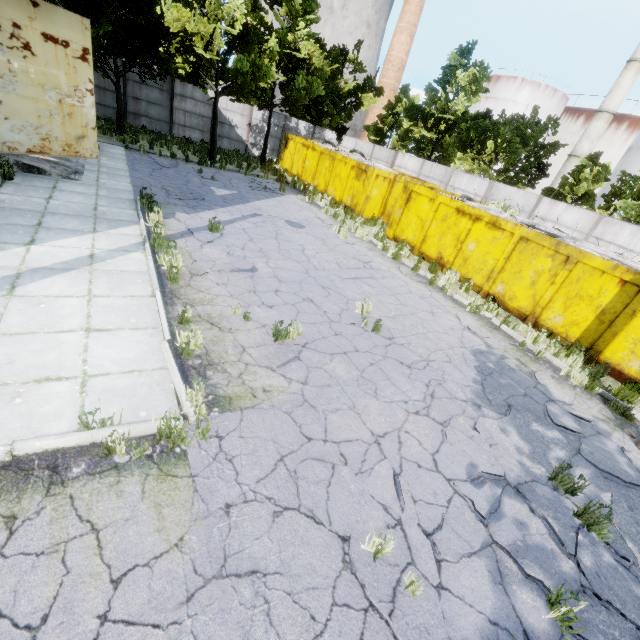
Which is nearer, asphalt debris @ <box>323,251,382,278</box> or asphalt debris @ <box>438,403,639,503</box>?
asphalt debris @ <box>438,403,639,503</box>

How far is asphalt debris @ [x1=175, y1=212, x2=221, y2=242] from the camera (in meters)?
8.92

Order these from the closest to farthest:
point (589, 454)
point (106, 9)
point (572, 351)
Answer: point (589, 454) → point (572, 351) → point (106, 9)

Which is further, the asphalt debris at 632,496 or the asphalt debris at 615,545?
the asphalt debris at 632,496

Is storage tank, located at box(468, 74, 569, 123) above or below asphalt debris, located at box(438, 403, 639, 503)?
above

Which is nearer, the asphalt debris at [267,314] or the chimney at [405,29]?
the asphalt debris at [267,314]

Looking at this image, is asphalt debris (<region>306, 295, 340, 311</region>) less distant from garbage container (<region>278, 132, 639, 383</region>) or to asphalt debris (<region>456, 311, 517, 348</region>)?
asphalt debris (<region>456, 311, 517, 348</region>)

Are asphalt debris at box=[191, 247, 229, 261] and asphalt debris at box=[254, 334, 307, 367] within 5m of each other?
yes
